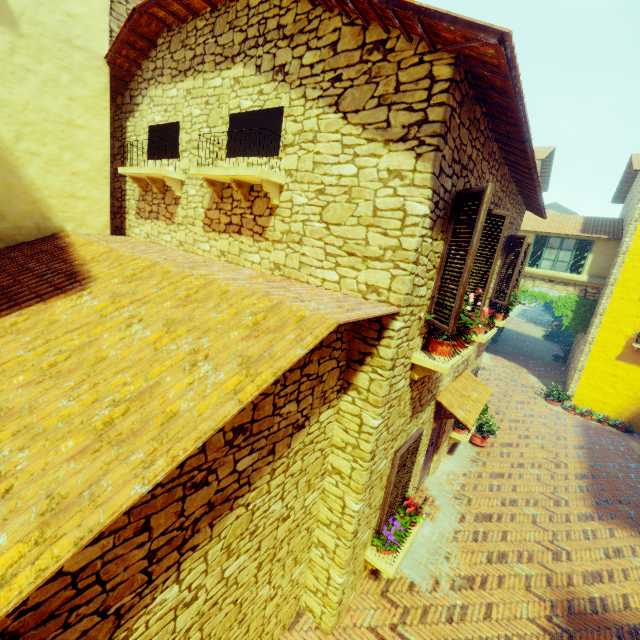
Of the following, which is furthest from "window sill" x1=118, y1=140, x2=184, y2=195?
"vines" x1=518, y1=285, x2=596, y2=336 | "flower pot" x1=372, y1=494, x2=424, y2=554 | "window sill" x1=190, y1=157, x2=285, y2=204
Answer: "vines" x1=518, y1=285, x2=596, y2=336

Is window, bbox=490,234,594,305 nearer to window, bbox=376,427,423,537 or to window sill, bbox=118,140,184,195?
window, bbox=376,427,423,537

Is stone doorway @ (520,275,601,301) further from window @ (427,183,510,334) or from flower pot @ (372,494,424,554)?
flower pot @ (372,494,424,554)

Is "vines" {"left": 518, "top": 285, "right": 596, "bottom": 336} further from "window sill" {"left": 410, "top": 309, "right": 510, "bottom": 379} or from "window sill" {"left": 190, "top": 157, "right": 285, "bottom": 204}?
"window sill" {"left": 190, "top": 157, "right": 285, "bottom": 204}

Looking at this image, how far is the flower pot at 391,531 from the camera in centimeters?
505cm

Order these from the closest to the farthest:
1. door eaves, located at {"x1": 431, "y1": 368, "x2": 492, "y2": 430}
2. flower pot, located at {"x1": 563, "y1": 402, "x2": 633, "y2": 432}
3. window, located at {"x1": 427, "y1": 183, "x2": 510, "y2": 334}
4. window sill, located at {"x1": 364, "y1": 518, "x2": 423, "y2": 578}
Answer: window, located at {"x1": 427, "y1": 183, "x2": 510, "y2": 334}, window sill, located at {"x1": 364, "y1": 518, "x2": 423, "y2": 578}, door eaves, located at {"x1": 431, "y1": 368, "x2": 492, "y2": 430}, flower pot, located at {"x1": 563, "y1": 402, "x2": 633, "y2": 432}

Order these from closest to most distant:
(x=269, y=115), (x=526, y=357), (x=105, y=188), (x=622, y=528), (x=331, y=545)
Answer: (x=331, y=545) < (x=105, y=188) < (x=622, y=528) < (x=269, y=115) < (x=526, y=357)

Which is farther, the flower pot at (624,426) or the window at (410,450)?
the flower pot at (624,426)
